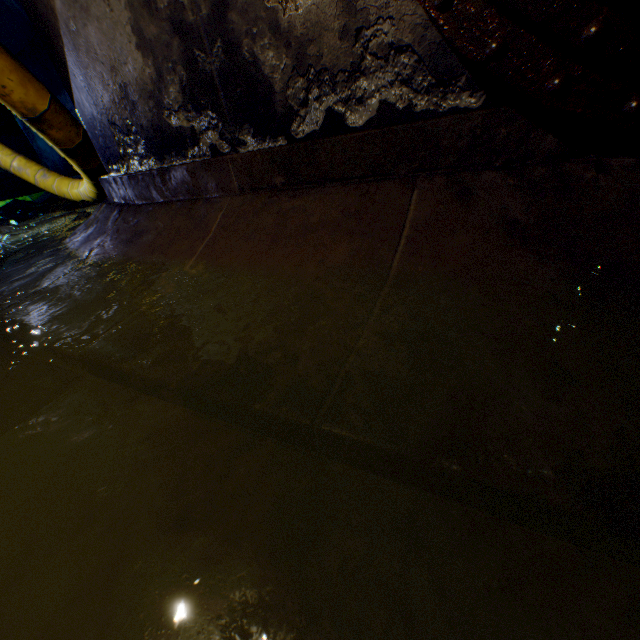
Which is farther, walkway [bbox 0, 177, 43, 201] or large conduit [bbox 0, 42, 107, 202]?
walkway [bbox 0, 177, 43, 201]

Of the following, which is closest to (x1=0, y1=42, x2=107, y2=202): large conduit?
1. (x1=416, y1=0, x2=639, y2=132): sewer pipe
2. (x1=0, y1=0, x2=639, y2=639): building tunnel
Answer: (x1=0, y1=0, x2=639, y2=639): building tunnel

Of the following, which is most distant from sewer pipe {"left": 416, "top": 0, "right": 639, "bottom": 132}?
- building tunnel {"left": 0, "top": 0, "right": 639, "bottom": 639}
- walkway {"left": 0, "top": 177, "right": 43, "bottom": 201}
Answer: walkway {"left": 0, "top": 177, "right": 43, "bottom": 201}

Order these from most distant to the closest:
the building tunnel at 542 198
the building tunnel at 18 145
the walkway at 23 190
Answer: the walkway at 23 190 < the building tunnel at 18 145 < the building tunnel at 542 198

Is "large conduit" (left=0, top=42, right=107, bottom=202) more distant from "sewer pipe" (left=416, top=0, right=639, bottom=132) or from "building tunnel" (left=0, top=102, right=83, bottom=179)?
"sewer pipe" (left=416, top=0, right=639, bottom=132)

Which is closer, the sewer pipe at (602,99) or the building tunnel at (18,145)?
the sewer pipe at (602,99)

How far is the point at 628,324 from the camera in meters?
0.9 m
